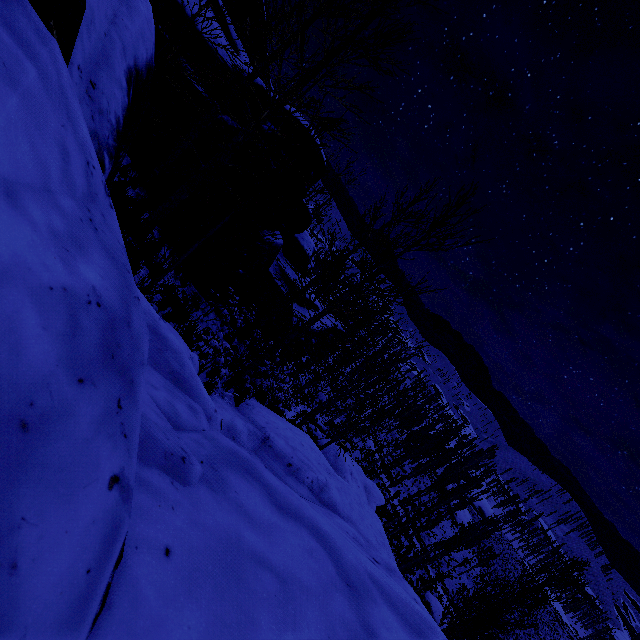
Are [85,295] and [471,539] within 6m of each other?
no

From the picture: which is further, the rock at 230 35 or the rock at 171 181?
the rock at 171 181

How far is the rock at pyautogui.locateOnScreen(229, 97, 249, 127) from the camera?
8.9m

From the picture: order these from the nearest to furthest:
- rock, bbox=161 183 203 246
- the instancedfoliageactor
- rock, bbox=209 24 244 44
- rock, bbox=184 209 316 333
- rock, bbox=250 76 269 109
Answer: the instancedfoliageactor → rock, bbox=209 24 244 44 → rock, bbox=250 76 269 109 → rock, bbox=161 183 203 246 → rock, bbox=184 209 316 333

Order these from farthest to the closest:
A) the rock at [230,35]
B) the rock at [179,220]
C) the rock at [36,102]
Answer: the rock at [179,220] → the rock at [230,35] → the rock at [36,102]

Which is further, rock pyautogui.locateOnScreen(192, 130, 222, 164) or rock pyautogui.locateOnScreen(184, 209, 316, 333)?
rock pyautogui.locateOnScreen(184, 209, 316, 333)
